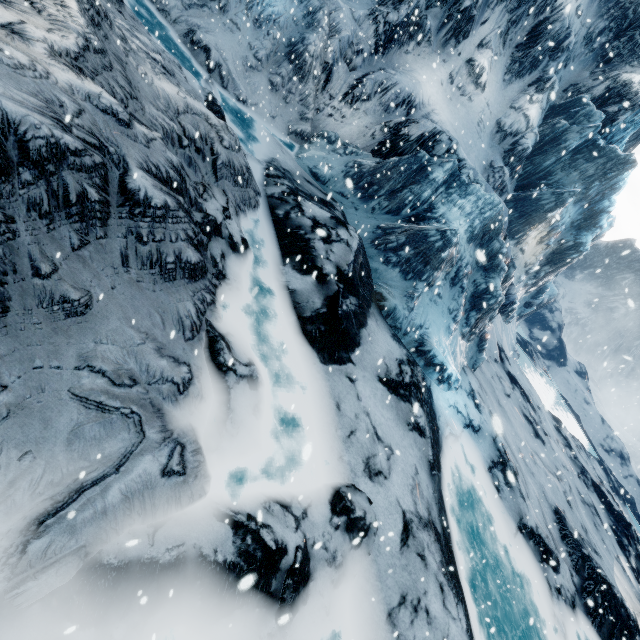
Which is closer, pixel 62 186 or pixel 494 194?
pixel 62 186
